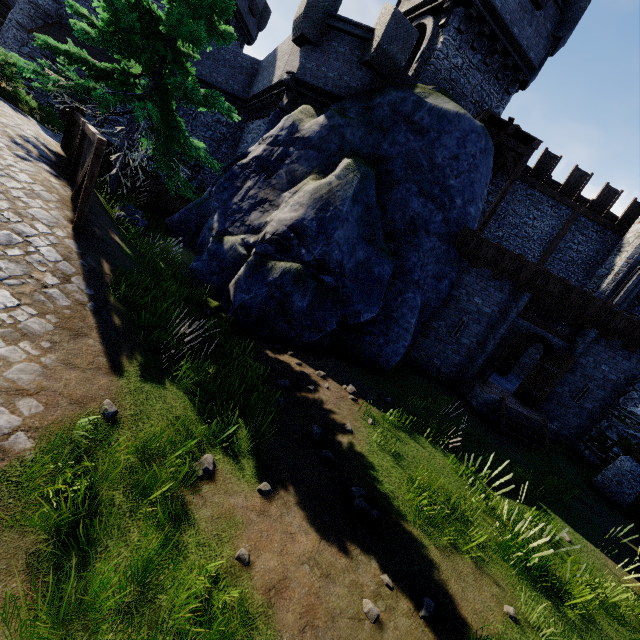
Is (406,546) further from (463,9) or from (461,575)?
(463,9)

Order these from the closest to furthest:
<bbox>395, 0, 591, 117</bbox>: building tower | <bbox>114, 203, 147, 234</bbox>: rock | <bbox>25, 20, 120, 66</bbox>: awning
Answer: <bbox>114, 203, 147, 234</bbox>: rock → <bbox>395, 0, 591, 117</bbox>: building tower → <bbox>25, 20, 120, 66</bbox>: awning

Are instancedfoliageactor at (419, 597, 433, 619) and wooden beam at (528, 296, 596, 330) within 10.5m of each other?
no

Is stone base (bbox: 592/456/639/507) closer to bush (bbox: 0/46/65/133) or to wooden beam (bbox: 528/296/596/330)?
wooden beam (bbox: 528/296/596/330)

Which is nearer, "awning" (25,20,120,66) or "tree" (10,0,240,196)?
"tree" (10,0,240,196)

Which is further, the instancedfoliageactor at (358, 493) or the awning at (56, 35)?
the awning at (56, 35)

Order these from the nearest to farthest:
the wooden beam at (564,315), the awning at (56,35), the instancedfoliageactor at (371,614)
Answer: the instancedfoliageactor at (371,614) → the wooden beam at (564,315) → the awning at (56,35)

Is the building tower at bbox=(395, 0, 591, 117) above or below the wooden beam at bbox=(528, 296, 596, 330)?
above
